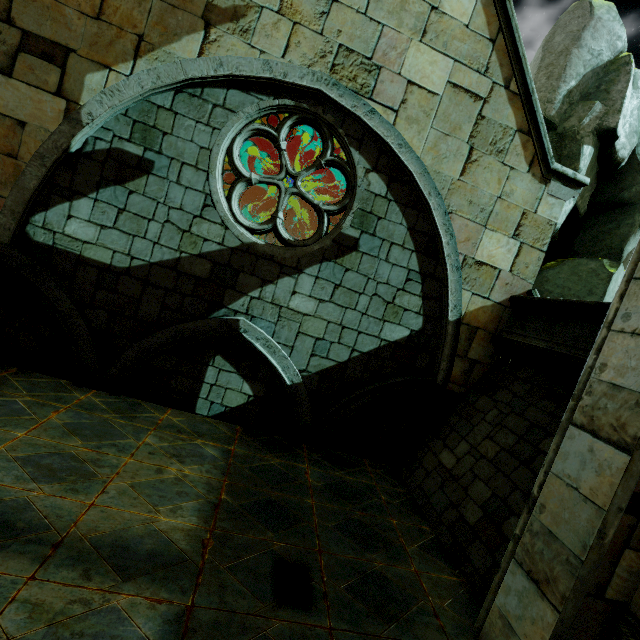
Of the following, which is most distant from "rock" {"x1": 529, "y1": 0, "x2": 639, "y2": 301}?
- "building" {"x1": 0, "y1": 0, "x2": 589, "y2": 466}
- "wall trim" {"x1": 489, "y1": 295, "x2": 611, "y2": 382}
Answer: "wall trim" {"x1": 489, "y1": 295, "x2": 611, "y2": 382}

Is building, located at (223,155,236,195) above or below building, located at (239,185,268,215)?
above

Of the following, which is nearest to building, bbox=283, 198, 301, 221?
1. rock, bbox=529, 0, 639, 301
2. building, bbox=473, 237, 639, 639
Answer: rock, bbox=529, 0, 639, 301

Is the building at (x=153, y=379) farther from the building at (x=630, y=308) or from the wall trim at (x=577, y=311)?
the building at (x=630, y=308)

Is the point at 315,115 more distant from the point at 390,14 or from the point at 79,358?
the point at 79,358

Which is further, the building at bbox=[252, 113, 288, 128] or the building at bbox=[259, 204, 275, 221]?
the building at bbox=[259, 204, 275, 221]

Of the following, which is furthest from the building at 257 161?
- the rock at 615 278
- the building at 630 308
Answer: the building at 630 308
